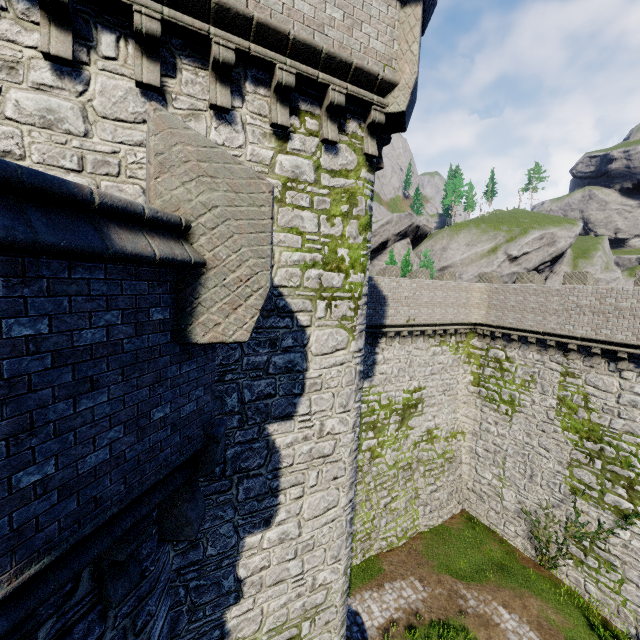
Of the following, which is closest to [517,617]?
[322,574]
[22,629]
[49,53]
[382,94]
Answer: [322,574]
